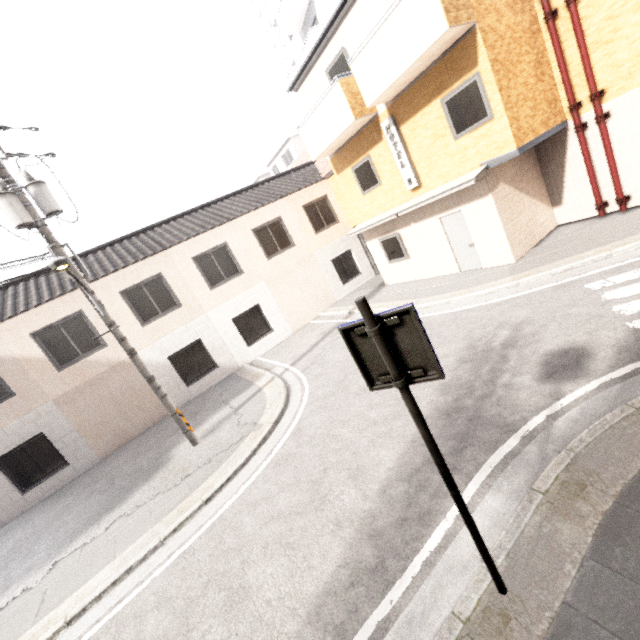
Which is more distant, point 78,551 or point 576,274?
point 576,274

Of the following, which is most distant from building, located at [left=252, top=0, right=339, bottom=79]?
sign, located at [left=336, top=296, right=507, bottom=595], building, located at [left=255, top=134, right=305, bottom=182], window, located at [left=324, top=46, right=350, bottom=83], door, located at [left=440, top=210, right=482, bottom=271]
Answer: sign, located at [left=336, top=296, right=507, bottom=595]

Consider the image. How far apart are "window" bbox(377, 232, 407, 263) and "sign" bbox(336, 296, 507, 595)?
11.2m

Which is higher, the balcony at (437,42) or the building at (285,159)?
the building at (285,159)

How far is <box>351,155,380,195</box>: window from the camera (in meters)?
12.09

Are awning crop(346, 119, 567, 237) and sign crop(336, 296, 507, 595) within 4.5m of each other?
no

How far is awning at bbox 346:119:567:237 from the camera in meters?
8.5

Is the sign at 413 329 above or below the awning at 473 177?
below
